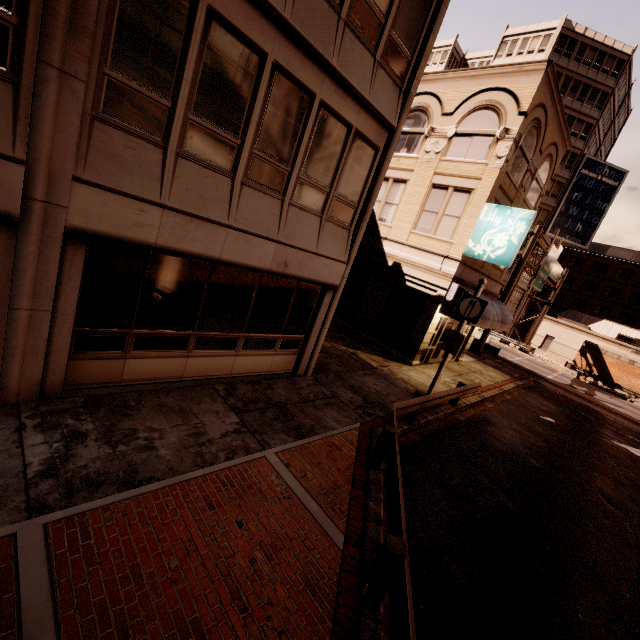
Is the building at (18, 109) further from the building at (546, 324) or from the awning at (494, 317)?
Answer: the building at (546, 324)

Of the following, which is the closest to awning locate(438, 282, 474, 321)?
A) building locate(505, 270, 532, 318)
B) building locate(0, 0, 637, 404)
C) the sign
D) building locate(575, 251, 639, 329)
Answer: building locate(0, 0, 637, 404)

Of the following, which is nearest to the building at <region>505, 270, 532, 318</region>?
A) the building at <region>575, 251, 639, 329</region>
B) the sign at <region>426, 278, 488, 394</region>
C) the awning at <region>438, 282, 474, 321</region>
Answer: the building at <region>575, 251, 639, 329</region>

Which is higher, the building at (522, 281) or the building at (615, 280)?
the building at (615, 280)

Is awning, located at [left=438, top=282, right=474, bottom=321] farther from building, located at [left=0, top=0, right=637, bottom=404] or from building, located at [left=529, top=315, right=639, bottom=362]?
building, located at [left=529, top=315, right=639, bottom=362]

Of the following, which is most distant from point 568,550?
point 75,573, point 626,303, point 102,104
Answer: point 626,303

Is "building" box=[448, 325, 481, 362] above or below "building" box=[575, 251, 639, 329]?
below
